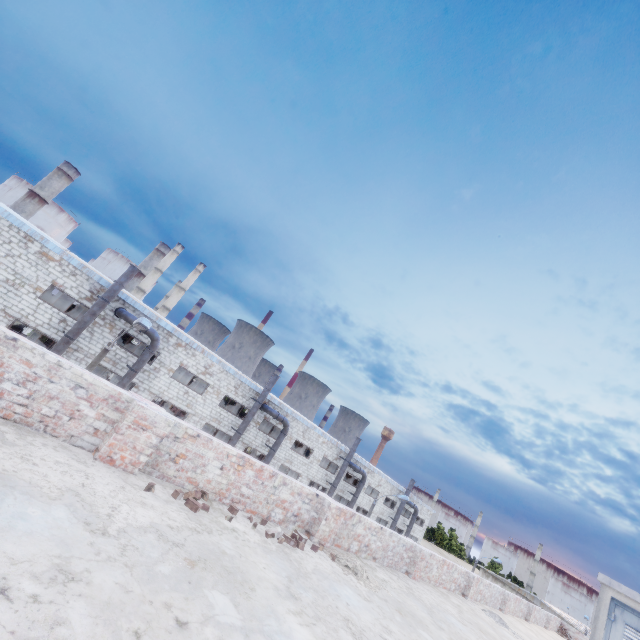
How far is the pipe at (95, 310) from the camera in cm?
1852

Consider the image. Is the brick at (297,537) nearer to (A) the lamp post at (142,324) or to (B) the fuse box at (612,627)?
(B) the fuse box at (612,627)

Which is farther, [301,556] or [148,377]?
[148,377]

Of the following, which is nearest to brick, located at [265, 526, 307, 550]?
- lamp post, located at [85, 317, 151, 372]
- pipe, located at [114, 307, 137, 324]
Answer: lamp post, located at [85, 317, 151, 372]

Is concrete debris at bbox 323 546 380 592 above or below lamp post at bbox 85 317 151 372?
below

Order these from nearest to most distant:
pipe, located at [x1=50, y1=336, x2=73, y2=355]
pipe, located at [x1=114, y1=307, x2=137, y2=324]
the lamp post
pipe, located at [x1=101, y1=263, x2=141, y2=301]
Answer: the lamp post < pipe, located at [x1=50, y1=336, x2=73, y2=355] < pipe, located at [x1=101, y1=263, x2=141, y2=301] < pipe, located at [x1=114, y1=307, x2=137, y2=324]

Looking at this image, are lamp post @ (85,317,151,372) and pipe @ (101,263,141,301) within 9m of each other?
yes
